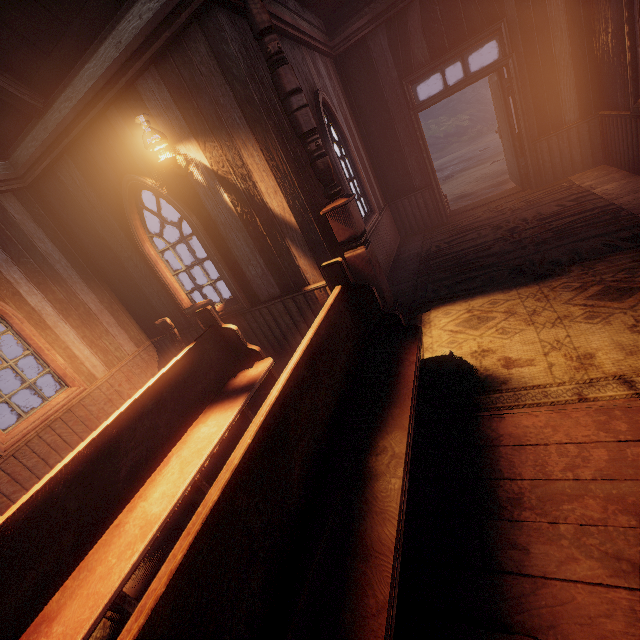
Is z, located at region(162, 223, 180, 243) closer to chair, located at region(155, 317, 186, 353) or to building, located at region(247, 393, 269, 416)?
building, located at region(247, 393, 269, 416)

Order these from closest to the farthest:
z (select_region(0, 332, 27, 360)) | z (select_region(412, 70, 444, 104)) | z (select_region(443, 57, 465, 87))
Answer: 1. z (select_region(0, 332, 27, 360))
2. z (select_region(443, 57, 465, 87))
3. z (select_region(412, 70, 444, 104))

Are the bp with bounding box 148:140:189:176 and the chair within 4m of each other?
yes

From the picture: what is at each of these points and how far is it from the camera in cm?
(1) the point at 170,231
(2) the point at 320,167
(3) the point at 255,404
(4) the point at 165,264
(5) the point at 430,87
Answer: (1) z, 3019
(2) pillars, 348
(3) building, 400
(4) building, 484
(5) z, 3322

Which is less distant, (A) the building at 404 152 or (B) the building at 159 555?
(B) the building at 159 555

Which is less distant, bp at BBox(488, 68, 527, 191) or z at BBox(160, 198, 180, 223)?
bp at BBox(488, 68, 527, 191)

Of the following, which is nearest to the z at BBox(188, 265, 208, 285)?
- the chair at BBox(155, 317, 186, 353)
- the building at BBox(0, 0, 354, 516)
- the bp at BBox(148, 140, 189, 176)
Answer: the building at BBox(0, 0, 354, 516)

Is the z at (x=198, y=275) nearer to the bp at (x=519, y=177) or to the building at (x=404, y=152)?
the building at (x=404, y=152)
